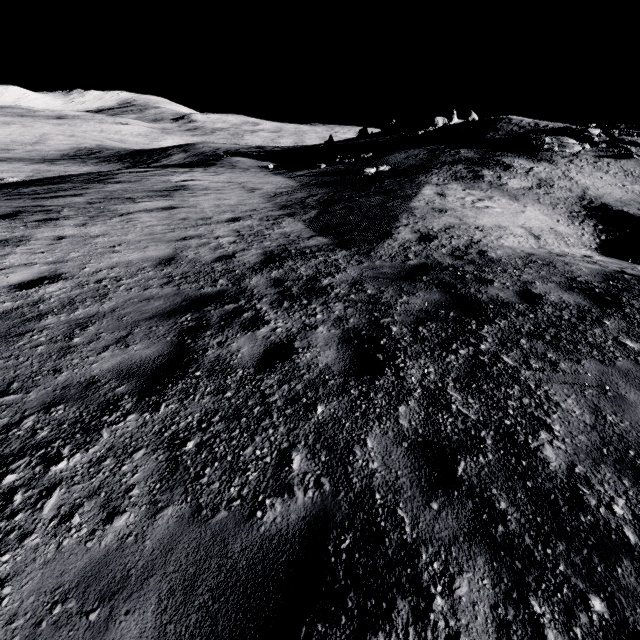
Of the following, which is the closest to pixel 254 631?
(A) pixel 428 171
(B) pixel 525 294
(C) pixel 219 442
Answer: (C) pixel 219 442
